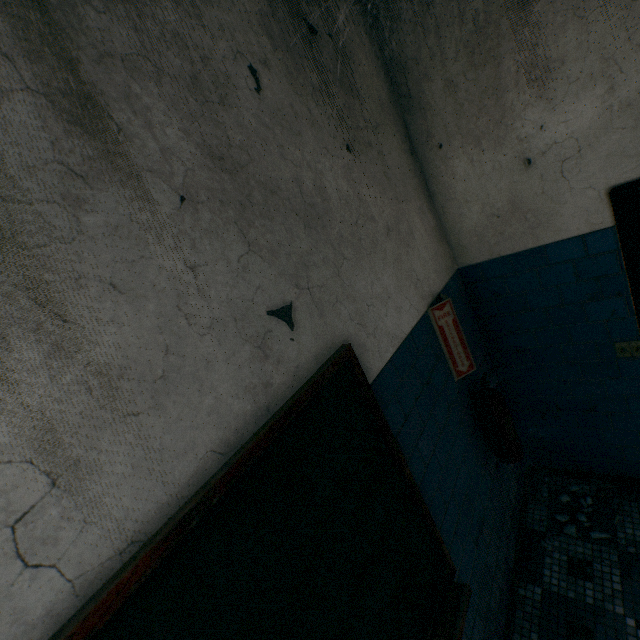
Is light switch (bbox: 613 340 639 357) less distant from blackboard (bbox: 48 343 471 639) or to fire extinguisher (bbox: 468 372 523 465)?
fire extinguisher (bbox: 468 372 523 465)

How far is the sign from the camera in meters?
2.0

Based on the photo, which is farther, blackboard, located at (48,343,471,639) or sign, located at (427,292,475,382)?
sign, located at (427,292,475,382)

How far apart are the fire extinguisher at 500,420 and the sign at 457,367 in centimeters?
11cm

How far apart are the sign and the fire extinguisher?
0.11m

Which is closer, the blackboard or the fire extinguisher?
the blackboard

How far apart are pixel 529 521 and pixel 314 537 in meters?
2.4 m

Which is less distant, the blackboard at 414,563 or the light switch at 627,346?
the blackboard at 414,563
